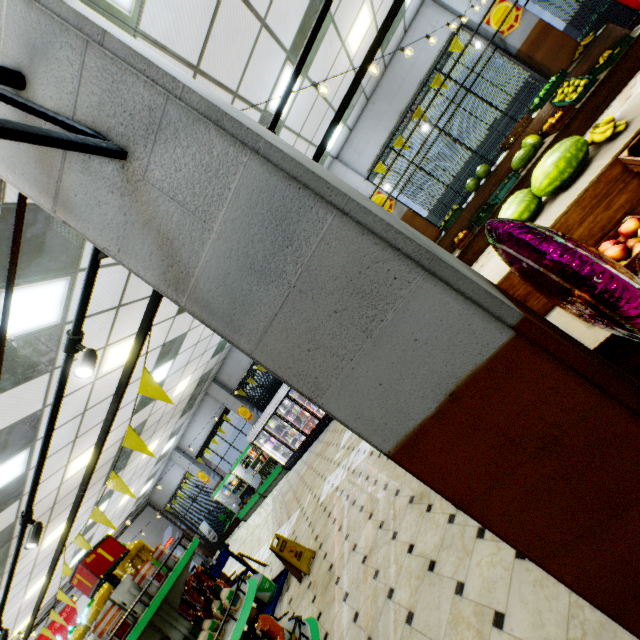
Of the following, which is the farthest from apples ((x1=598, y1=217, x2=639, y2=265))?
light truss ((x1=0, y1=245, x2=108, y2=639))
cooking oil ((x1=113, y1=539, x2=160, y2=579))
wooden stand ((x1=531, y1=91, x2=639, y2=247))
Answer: cooking oil ((x1=113, y1=539, x2=160, y2=579))

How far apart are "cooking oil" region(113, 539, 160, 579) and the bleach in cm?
332

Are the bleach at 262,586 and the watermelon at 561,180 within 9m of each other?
yes

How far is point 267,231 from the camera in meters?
1.0 m

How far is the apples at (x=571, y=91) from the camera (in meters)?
6.76

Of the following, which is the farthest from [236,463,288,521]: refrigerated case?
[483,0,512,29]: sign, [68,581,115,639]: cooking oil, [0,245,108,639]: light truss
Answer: [483,0,512,29]: sign

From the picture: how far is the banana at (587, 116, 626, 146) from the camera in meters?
2.7

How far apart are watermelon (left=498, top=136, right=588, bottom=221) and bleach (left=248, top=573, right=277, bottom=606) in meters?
6.7
